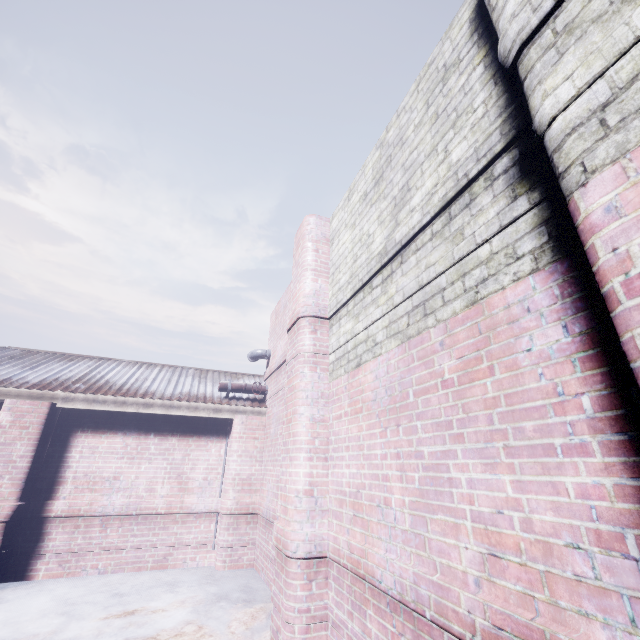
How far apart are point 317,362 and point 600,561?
2.53m

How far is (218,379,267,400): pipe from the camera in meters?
5.7

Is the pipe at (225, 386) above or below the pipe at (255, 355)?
below

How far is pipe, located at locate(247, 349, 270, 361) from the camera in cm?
614

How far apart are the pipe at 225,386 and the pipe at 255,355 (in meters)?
0.54

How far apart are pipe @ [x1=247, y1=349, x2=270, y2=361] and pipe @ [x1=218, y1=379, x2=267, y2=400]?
0.54m

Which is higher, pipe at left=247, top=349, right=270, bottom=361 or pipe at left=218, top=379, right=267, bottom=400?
pipe at left=247, top=349, right=270, bottom=361
